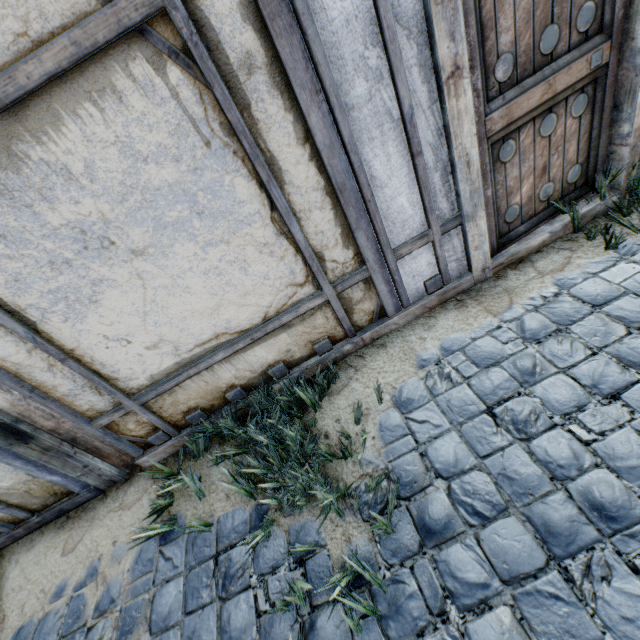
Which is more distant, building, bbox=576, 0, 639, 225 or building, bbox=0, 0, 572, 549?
building, bbox=576, 0, 639, 225

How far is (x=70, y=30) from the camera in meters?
1.4 m

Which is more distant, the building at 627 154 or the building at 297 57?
the building at 627 154
